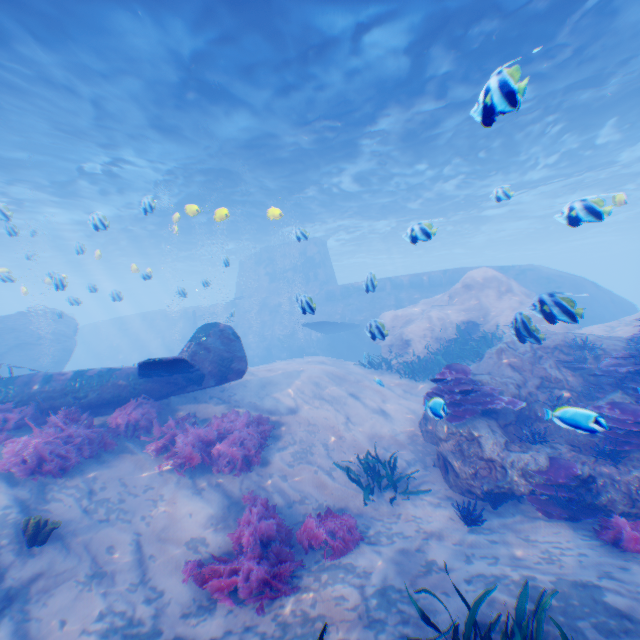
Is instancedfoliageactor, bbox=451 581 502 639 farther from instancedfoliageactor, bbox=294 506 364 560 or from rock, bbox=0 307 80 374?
instancedfoliageactor, bbox=294 506 364 560

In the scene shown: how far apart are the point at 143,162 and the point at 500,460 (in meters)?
19.37

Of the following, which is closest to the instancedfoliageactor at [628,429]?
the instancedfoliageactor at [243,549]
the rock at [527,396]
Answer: the rock at [527,396]

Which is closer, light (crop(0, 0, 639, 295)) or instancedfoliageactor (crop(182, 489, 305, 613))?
instancedfoliageactor (crop(182, 489, 305, 613))

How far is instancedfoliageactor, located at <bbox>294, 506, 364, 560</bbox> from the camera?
→ 5.9 meters

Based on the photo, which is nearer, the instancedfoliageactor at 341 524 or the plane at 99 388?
the instancedfoliageactor at 341 524

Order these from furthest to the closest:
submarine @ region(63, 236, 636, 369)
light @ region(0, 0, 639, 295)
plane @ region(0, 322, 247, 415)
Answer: submarine @ region(63, 236, 636, 369) < light @ region(0, 0, 639, 295) < plane @ region(0, 322, 247, 415)

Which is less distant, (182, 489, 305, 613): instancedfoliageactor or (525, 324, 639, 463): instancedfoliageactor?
(525, 324, 639, 463): instancedfoliageactor
